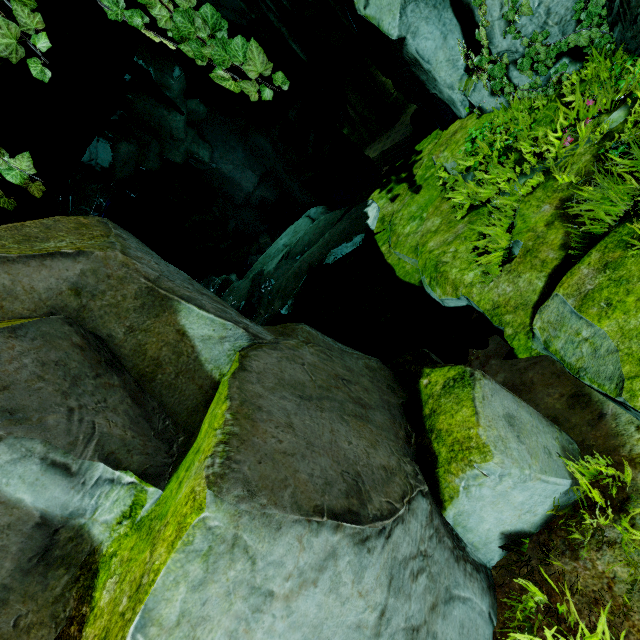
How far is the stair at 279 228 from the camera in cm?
2447

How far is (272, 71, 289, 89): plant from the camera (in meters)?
2.27

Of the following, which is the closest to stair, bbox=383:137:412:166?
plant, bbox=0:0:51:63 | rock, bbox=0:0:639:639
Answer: rock, bbox=0:0:639:639

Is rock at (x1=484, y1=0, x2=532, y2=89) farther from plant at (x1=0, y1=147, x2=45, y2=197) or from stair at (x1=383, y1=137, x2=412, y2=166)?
stair at (x1=383, y1=137, x2=412, y2=166)

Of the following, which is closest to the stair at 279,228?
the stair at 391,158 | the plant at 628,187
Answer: the stair at 391,158

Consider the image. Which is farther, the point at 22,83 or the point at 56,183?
the point at 56,183

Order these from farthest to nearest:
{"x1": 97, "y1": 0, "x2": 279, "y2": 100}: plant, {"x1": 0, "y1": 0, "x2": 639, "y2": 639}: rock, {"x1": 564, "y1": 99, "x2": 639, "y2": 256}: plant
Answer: {"x1": 564, "y1": 99, "x2": 639, "y2": 256}: plant → {"x1": 97, "y1": 0, "x2": 279, "y2": 100}: plant → {"x1": 0, "y1": 0, "x2": 639, "y2": 639}: rock
